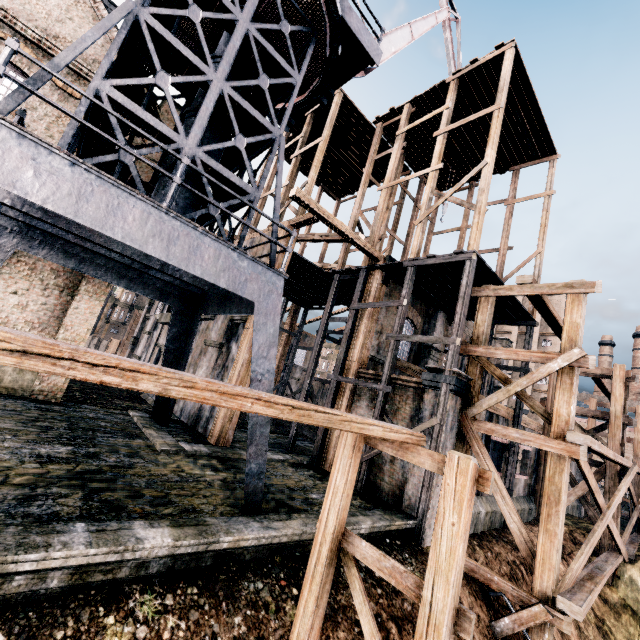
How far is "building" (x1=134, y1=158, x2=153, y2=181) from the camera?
15.9 meters

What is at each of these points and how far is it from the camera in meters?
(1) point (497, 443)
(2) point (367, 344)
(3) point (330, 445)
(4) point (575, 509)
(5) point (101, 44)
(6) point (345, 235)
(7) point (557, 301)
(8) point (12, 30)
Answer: (1) building, 17.3 m
(2) building, 17.2 m
(3) building, 16.0 m
(4) building, 27.3 m
(5) building, 15.0 m
(6) building, 16.2 m
(7) building, 54.9 m
(8) building, 13.2 m

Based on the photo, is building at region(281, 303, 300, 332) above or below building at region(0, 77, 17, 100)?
below

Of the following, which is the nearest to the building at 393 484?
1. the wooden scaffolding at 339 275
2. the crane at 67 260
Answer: the wooden scaffolding at 339 275

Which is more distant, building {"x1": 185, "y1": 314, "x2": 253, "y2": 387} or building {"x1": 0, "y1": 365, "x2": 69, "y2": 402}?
building {"x1": 185, "y1": 314, "x2": 253, "y2": 387}

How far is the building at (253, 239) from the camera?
18.66m

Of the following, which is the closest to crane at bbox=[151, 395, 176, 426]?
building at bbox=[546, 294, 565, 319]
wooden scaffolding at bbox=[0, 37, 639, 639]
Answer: wooden scaffolding at bbox=[0, 37, 639, 639]
